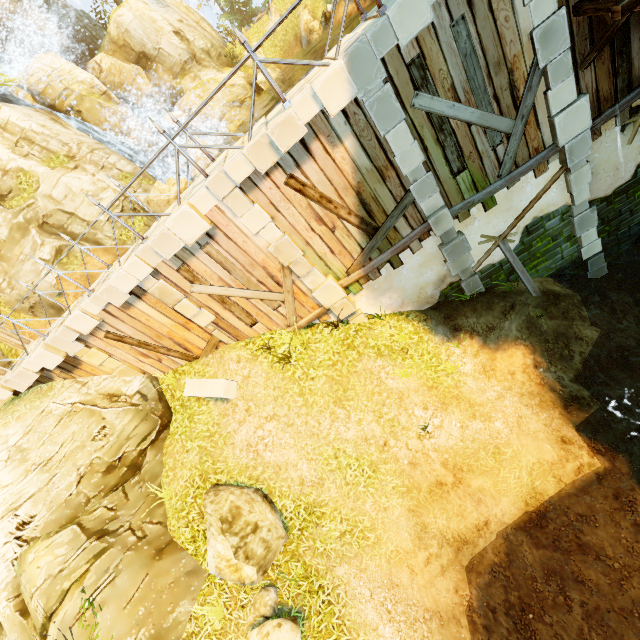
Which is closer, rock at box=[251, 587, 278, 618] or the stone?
rock at box=[251, 587, 278, 618]

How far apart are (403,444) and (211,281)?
6.86m

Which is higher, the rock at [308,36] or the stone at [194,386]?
the rock at [308,36]

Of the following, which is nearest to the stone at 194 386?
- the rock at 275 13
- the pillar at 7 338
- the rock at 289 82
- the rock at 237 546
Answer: the rock at 237 546

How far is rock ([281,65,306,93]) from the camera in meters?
23.4

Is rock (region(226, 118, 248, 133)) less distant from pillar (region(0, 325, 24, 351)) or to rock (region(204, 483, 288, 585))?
pillar (region(0, 325, 24, 351))

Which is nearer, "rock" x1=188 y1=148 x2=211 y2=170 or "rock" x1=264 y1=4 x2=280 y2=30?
"rock" x1=188 y1=148 x2=211 y2=170

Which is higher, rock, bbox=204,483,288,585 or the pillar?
the pillar
